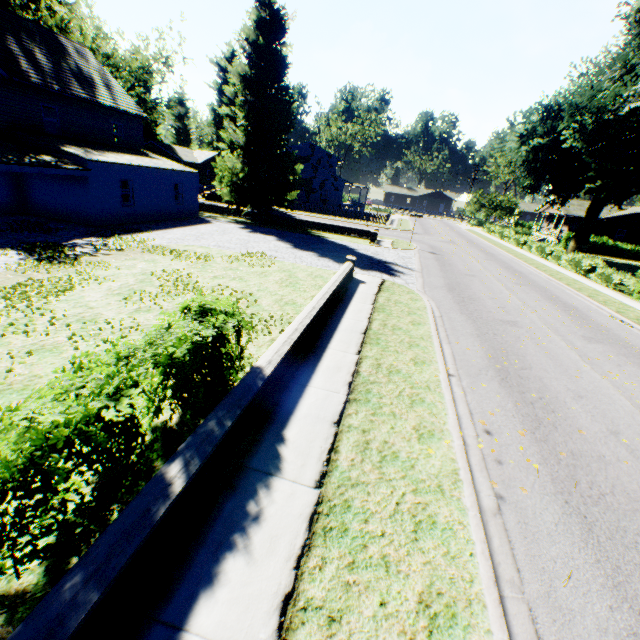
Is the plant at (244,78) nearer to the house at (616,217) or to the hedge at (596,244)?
the house at (616,217)

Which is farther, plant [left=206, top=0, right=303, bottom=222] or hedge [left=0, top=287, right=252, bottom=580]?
plant [left=206, top=0, right=303, bottom=222]

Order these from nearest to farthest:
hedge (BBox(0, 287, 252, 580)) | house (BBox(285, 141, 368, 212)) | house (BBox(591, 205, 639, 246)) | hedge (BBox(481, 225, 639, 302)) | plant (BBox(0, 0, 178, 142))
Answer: hedge (BBox(0, 287, 252, 580))
hedge (BBox(481, 225, 639, 302))
plant (BBox(0, 0, 178, 142))
house (BBox(591, 205, 639, 246))
house (BBox(285, 141, 368, 212))

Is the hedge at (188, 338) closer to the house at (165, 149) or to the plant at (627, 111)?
the plant at (627, 111)

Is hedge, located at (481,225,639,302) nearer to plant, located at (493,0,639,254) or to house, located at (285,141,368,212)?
plant, located at (493,0,639,254)

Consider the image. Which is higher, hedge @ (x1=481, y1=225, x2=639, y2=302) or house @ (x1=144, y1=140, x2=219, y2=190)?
house @ (x1=144, y1=140, x2=219, y2=190)

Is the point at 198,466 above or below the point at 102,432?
below
